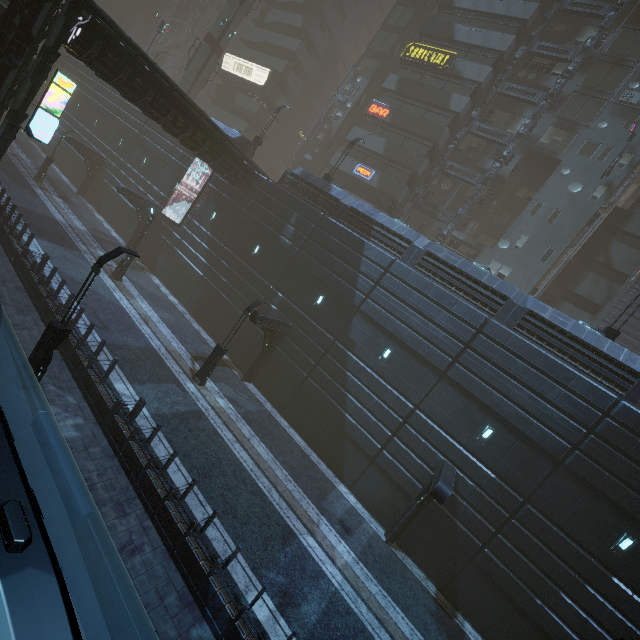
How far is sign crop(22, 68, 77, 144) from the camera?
14.41m

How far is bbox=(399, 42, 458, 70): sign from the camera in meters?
29.4

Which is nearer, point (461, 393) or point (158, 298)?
point (461, 393)

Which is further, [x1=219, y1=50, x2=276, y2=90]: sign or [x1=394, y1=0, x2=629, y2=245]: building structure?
[x1=219, y1=50, x2=276, y2=90]: sign

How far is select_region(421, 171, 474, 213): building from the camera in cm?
3059

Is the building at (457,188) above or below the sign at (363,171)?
above

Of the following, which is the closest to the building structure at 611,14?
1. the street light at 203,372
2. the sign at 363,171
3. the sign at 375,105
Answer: the sign at 363,171
